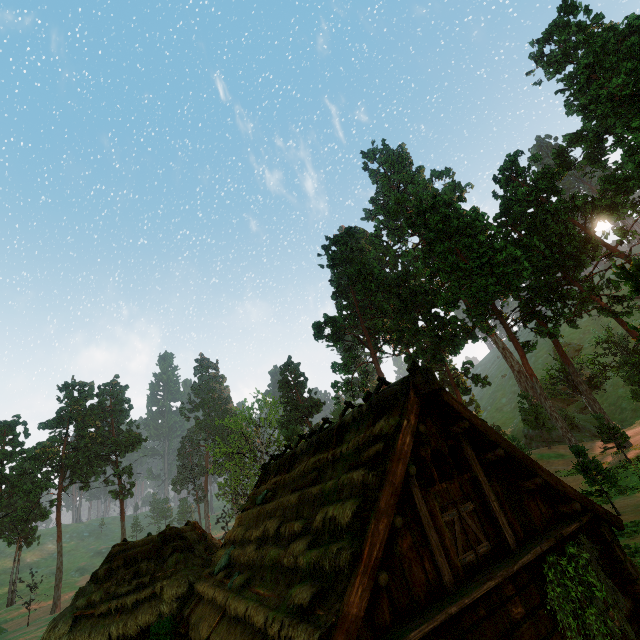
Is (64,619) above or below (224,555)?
below

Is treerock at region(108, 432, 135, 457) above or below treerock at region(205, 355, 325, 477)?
above

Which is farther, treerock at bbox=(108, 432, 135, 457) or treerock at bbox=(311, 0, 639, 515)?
treerock at bbox=(108, 432, 135, 457)

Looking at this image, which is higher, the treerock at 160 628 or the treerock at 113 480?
the treerock at 113 480

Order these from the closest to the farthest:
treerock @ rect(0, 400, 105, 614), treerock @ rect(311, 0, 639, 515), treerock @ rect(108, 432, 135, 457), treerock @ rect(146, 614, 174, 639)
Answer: treerock @ rect(146, 614, 174, 639) → treerock @ rect(311, 0, 639, 515) → treerock @ rect(0, 400, 105, 614) → treerock @ rect(108, 432, 135, 457)

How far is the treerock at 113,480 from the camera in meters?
55.5
